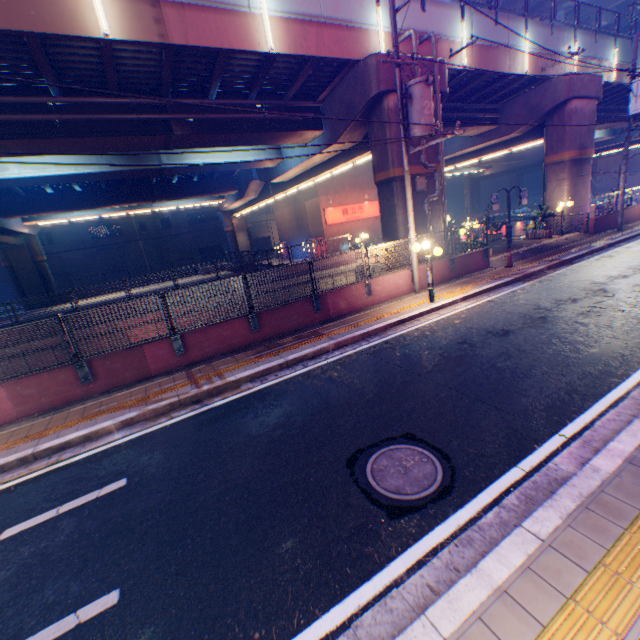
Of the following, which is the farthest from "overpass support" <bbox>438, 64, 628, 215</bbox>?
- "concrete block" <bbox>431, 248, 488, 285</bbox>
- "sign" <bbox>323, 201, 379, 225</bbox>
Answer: "sign" <bbox>323, 201, 379, 225</bbox>

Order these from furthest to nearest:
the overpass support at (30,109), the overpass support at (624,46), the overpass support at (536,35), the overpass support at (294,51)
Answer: the overpass support at (624,46) → the overpass support at (536,35) → the overpass support at (30,109) → the overpass support at (294,51)

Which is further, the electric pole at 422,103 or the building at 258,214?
the building at 258,214

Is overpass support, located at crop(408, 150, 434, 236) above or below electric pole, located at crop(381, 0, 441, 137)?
below

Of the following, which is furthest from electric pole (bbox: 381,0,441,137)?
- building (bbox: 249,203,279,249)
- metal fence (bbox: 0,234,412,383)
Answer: building (bbox: 249,203,279,249)

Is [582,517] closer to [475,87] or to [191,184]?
[475,87]

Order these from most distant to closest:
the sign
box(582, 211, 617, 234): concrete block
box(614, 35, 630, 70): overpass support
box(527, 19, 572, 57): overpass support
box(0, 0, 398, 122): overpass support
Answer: the sign
box(614, 35, 630, 70): overpass support
box(582, 211, 617, 234): concrete block
box(527, 19, 572, 57): overpass support
box(0, 0, 398, 122): overpass support

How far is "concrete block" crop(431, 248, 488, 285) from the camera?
13.8m
